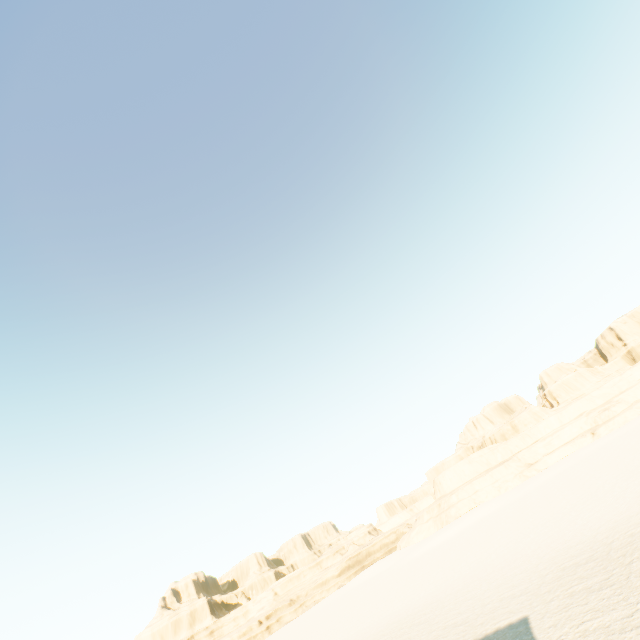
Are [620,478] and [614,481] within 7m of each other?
yes
